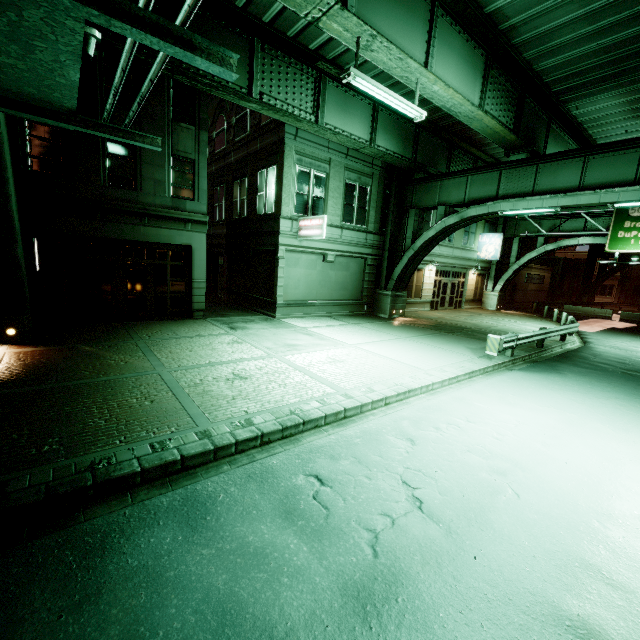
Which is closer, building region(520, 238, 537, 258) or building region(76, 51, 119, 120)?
building region(76, 51, 119, 120)

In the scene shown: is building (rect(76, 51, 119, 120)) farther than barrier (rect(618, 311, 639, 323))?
No

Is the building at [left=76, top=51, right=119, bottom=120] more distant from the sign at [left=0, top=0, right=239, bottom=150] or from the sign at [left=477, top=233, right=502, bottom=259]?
the sign at [left=477, top=233, right=502, bottom=259]

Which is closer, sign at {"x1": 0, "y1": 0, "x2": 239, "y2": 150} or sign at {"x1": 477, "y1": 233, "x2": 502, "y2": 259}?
sign at {"x1": 0, "y1": 0, "x2": 239, "y2": 150}

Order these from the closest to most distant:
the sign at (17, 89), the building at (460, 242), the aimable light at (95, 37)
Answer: the sign at (17, 89), the aimable light at (95, 37), the building at (460, 242)

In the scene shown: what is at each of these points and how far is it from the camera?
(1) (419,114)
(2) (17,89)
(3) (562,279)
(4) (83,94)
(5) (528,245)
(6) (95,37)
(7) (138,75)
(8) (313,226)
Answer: (1) fluorescent light, 10.20m
(2) sign, 3.62m
(3) building, 44.97m
(4) building, 11.81m
(5) building, 44.91m
(6) aimable light, 3.14m
(7) building, 12.71m
(8) sign, 16.12m

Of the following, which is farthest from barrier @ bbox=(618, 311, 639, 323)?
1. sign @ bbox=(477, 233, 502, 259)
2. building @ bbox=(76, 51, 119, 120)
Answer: Answer: building @ bbox=(76, 51, 119, 120)

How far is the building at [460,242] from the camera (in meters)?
25.20
